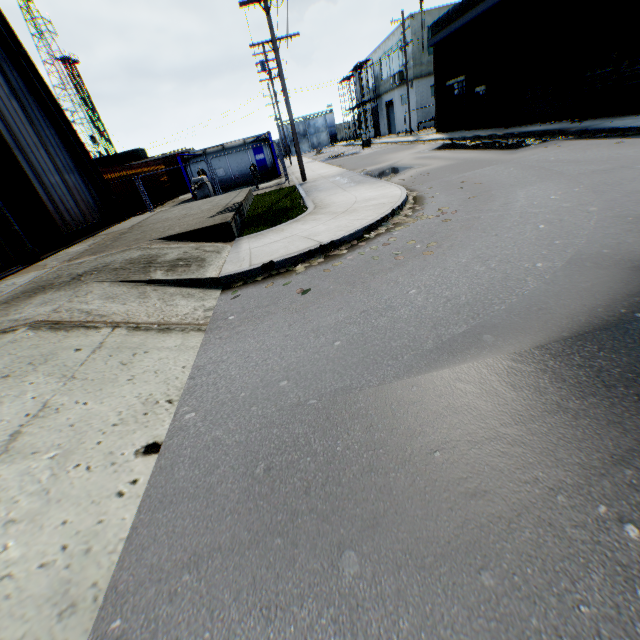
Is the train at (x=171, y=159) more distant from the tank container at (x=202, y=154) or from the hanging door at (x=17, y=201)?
the hanging door at (x=17, y=201)

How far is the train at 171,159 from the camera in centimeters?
3109cm

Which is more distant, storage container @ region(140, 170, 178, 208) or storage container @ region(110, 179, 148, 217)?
storage container @ region(140, 170, 178, 208)

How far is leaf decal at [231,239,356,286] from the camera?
6.10m

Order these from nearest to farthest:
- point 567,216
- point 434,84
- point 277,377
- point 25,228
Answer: point 277,377
point 567,216
point 25,228
point 434,84

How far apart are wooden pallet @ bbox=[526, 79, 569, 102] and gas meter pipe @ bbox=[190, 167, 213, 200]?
18.6m

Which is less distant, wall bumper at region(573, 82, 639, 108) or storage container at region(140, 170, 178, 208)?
wall bumper at region(573, 82, 639, 108)

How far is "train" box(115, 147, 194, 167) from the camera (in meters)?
31.09
